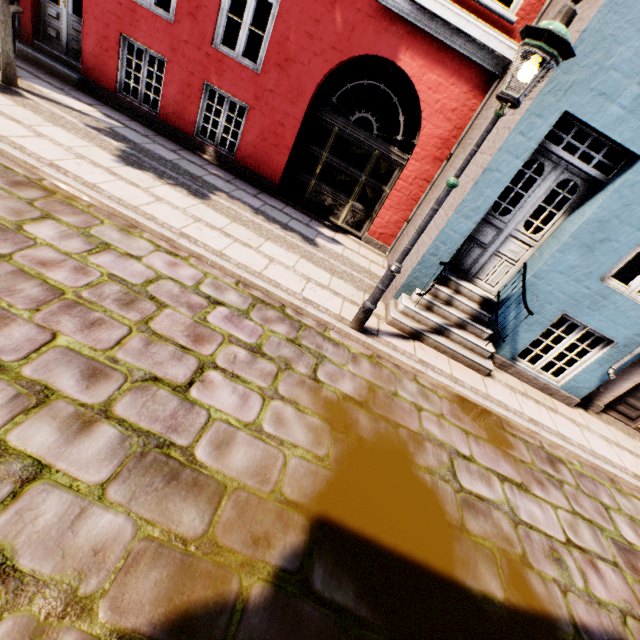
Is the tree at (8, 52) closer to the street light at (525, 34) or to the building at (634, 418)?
the building at (634, 418)

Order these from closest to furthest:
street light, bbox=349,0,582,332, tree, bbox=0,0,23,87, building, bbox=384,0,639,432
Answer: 1. street light, bbox=349,0,582,332
2. building, bbox=384,0,639,432
3. tree, bbox=0,0,23,87

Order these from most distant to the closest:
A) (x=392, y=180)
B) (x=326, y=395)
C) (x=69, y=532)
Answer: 1. (x=392, y=180)
2. (x=326, y=395)
3. (x=69, y=532)

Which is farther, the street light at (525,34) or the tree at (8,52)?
the tree at (8,52)

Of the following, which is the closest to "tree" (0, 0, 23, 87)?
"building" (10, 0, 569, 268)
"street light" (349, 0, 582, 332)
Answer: "building" (10, 0, 569, 268)

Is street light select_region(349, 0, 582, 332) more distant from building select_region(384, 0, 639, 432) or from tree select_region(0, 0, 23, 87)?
tree select_region(0, 0, 23, 87)
